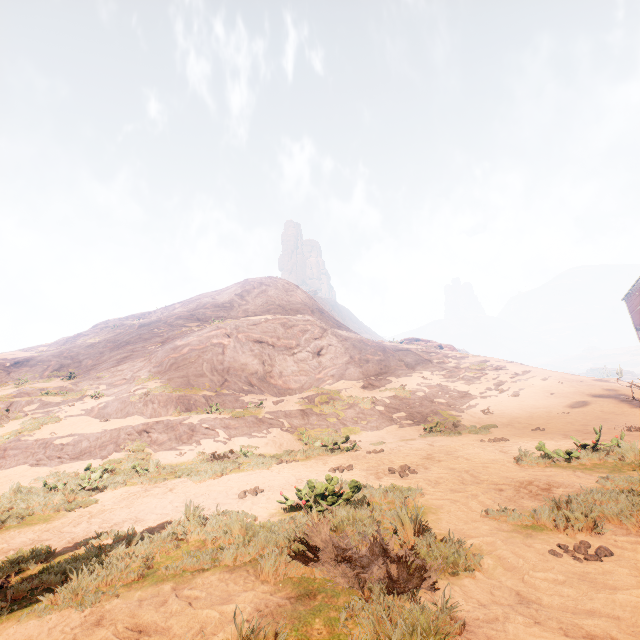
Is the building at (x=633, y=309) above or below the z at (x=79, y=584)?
above

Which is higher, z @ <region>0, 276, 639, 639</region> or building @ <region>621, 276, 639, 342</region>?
building @ <region>621, 276, 639, 342</region>

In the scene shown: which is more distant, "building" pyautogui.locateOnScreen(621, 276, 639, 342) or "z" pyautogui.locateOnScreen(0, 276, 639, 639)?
"building" pyautogui.locateOnScreen(621, 276, 639, 342)

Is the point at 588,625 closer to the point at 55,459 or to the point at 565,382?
the point at 55,459

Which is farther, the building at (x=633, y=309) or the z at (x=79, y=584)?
the building at (x=633, y=309)
